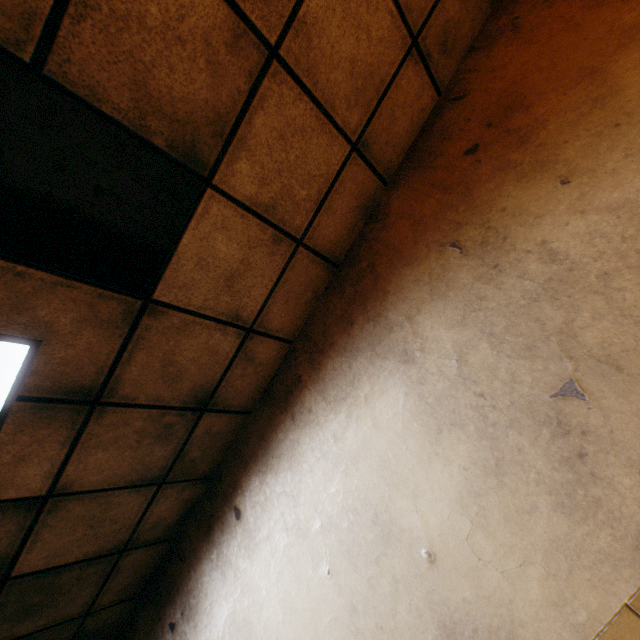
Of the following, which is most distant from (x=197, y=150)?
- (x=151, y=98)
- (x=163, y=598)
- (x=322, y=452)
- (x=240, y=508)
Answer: (x=163, y=598)
